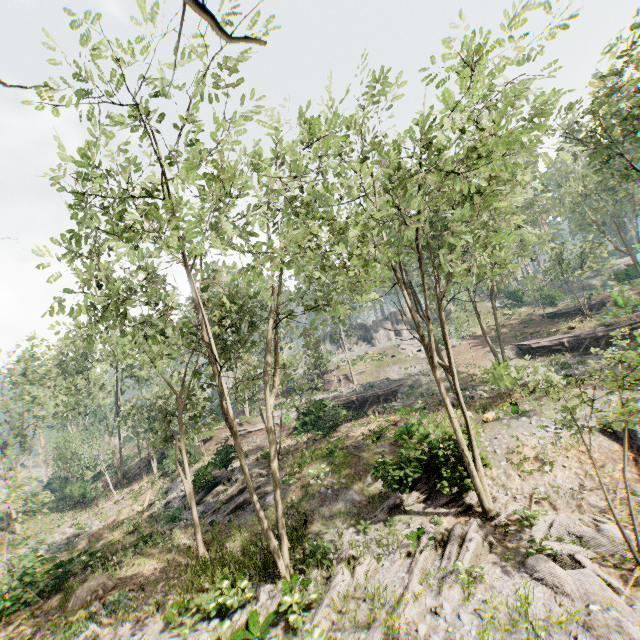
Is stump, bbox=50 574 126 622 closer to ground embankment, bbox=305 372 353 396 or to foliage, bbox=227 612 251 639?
foliage, bbox=227 612 251 639

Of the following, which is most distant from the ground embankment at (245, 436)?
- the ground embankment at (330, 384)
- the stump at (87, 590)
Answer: the stump at (87, 590)

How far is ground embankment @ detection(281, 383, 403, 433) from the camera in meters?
28.8 m

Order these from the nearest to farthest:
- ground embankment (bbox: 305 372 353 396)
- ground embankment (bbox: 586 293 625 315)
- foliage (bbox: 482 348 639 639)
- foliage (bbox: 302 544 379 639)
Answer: foliage (bbox: 482 348 639 639), foliage (bbox: 302 544 379 639), ground embankment (bbox: 586 293 625 315), ground embankment (bbox: 305 372 353 396)

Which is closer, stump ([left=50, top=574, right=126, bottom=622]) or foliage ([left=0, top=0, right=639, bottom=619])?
foliage ([left=0, top=0, right=639, bottom=619])

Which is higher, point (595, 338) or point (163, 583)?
point (595, 338)

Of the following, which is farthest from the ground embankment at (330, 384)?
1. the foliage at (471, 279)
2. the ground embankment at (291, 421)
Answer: Result: the ground embankment at (291, 421)

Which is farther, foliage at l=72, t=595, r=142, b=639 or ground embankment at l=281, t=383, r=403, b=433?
ground embankment at l=281, t=383, r=403, b=433
